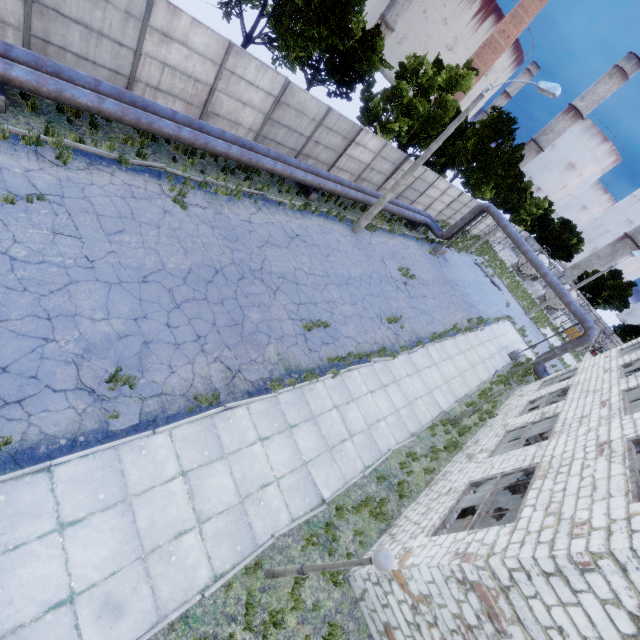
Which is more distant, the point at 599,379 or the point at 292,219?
the point at 292,219

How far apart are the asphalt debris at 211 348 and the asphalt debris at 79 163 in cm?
602

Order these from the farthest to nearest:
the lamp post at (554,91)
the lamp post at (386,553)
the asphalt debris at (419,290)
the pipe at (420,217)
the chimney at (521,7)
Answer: the chimney at (521,7)
the pipe at (420,217)
the asphalt debris at (419,290)
the lamp post at (554,91)
the lamp post at (386,553)

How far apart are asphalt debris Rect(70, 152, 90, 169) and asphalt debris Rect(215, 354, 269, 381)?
6.02m

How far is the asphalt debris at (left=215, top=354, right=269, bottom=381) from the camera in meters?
8.7

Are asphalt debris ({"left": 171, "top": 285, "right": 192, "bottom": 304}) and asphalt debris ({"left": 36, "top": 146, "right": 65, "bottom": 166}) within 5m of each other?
yes

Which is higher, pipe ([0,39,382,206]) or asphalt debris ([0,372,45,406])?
pipe ([0,39,382,206])

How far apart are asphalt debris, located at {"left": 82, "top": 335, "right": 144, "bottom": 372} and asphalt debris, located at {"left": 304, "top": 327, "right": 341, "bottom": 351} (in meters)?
5.08
